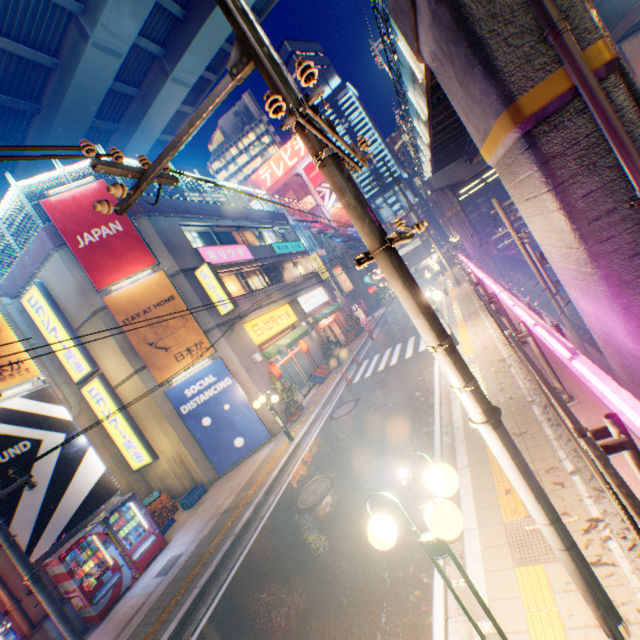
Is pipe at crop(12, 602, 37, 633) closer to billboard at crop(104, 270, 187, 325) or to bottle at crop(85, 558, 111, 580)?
bottle at crop(85, 558, 111, 580)

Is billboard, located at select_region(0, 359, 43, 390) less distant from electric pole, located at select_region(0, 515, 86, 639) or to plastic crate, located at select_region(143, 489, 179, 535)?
electric pole, located at select_region(0, 515, 86, 639)

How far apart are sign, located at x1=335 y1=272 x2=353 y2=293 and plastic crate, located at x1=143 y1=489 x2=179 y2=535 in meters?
26.7 m

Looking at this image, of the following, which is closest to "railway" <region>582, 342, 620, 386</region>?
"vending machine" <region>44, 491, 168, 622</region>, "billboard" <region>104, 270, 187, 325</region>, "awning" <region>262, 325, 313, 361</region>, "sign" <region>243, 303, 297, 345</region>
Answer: "awning" <region>262, 325, 313, 361</region>

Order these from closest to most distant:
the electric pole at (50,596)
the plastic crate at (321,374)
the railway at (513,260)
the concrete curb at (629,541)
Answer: the concrete curb at (629,541)
the electric pole at (50,596)
the plastic crate at (321,374)
the railway at (513,260)

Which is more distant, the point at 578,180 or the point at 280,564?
the point at 280,564

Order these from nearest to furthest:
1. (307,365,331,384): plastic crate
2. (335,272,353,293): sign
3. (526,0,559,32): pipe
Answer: (526,0,559,32): pipe
(307,365,331,384): plastic crate
(335,272,353,293): sign

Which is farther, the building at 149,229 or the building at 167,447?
the building at 149,229
